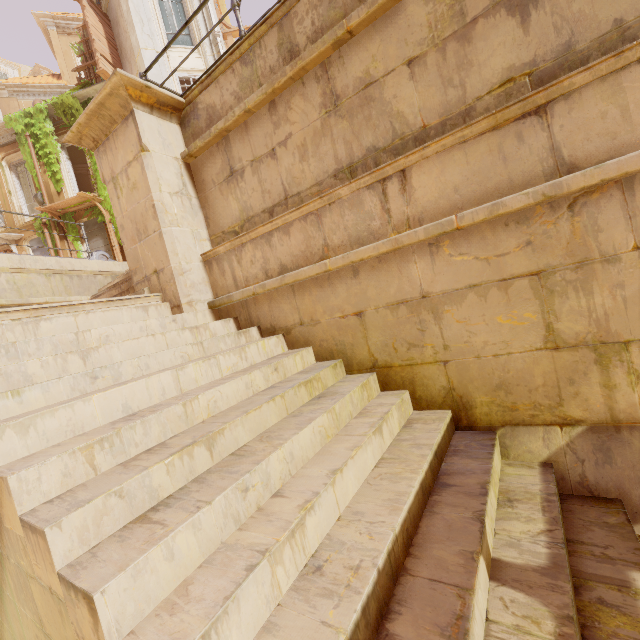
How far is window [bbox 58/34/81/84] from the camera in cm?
1853

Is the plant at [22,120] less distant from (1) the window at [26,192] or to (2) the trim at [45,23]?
(1) the window at [26,192]

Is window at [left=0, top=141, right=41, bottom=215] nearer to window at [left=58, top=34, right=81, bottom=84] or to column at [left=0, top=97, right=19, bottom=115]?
column at [left=0, top=97, right=19, bottom=115]

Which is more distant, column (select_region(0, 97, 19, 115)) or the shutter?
column (select_region(0, 97, 19, 115))

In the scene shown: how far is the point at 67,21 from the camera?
18.3m

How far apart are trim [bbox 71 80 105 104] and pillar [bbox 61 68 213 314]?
12.4 meters

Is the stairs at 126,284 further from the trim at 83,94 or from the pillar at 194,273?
the trim at 83,94

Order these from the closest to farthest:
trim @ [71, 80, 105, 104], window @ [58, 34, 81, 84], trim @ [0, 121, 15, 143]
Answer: trim @ [71, 80, 105, 104] < trim @ [0, 121, 15, 143] < window @ [58, 34, 81, 84]
